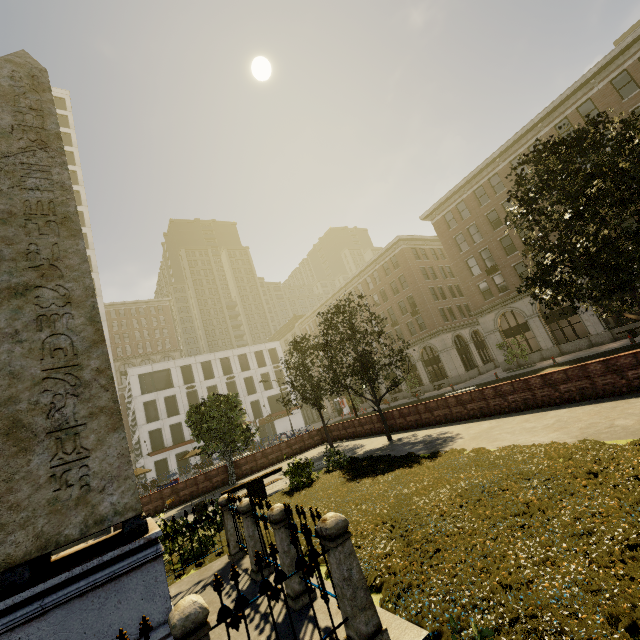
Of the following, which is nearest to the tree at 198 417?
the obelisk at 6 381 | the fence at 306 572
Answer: the fence at 306 572

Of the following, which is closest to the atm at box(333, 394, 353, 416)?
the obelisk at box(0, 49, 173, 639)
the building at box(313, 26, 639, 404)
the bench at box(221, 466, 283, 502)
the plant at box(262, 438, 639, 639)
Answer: the building at box(313, 26, 639, 404)

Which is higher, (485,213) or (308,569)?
(485,213)

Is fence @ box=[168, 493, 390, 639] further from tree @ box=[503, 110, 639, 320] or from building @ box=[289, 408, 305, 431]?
building @ box=[289, 408, 305, 431]

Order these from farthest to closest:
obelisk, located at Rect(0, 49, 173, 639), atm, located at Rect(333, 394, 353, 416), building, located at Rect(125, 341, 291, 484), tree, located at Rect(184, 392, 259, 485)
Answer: atm, located at Rect(333, 394, 353, 416) → building, located at Rect(125, 341, 291, 484) → tree, located at Rect(184, 392, 259, 485) → obelisk, located at Rect(0, 49, 173, 639)

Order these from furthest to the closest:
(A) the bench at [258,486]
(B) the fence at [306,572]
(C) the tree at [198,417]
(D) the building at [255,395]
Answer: (D) the building at [255,395] → (C) the tree at [198,417] → (A) the bench at [258,486] → (B) the fence at [306,572]

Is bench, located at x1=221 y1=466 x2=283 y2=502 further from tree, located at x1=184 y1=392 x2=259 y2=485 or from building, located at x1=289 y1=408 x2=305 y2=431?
building, located at x1=289 y1=408 x2=305 y2=431

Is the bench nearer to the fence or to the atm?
the fence
